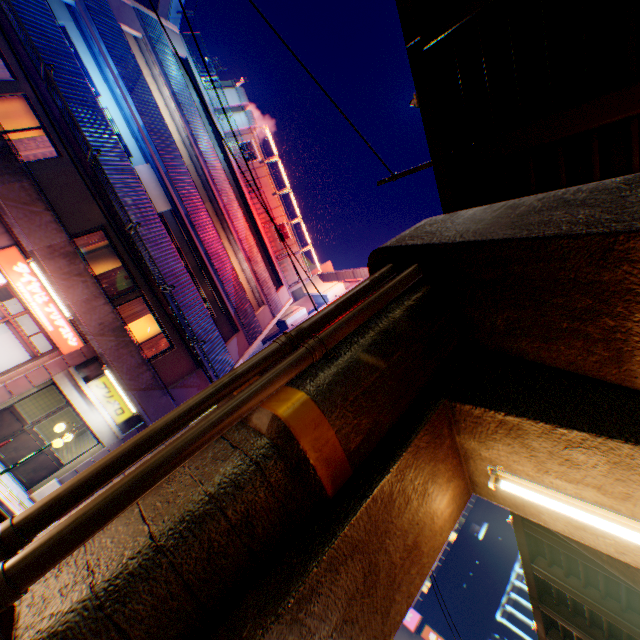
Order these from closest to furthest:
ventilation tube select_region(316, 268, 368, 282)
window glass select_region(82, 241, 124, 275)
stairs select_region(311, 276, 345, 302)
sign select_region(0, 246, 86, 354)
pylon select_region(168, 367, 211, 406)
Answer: sign select_region(0, 246, 86, 354) → window glass select_region(82, 241, 124, 275) → pylon select_region(168, 367, 211, 406) → stairs select_region(311, 276, 345, 302) → ventilation tube select_region(316, 268, 368, 282)

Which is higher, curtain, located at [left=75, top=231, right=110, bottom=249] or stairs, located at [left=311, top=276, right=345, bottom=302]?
stairs, located at [left=311, top=276, right=345, bottom=302]

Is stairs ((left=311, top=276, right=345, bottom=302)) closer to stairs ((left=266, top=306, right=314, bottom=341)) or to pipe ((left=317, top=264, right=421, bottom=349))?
stairs ((left=266, top=306, right=314, bottom=341))

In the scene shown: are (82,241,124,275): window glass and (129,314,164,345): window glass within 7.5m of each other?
yes

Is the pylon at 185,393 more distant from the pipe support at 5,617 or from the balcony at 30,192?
the pipe support at 5,617

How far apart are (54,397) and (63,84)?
12.4m

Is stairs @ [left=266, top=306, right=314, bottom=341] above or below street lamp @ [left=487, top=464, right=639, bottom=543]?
above

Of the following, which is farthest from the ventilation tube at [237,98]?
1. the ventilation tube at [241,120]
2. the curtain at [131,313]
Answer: the curtain at [131,313]
